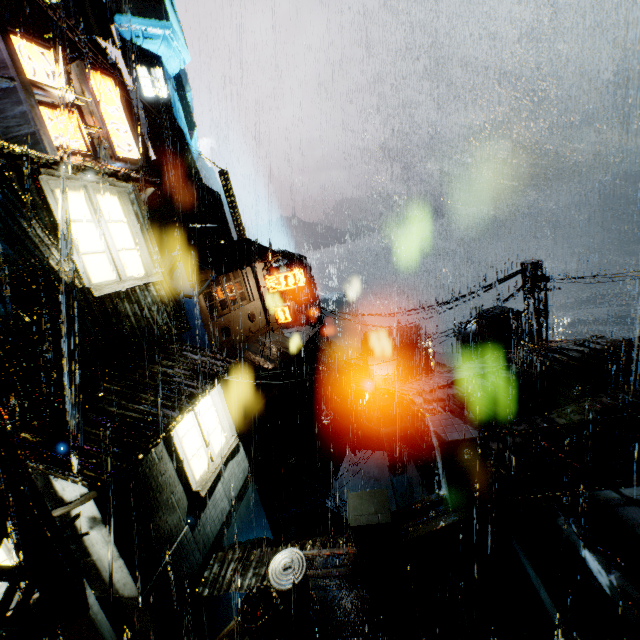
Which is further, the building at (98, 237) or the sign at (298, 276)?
the sign at (298, 276)

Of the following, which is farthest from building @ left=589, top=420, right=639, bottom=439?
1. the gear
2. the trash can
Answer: the gear

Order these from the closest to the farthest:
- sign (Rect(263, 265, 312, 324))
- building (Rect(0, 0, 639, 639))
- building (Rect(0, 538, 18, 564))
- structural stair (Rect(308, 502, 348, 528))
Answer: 1. building (Rect(0, 538, 18, 564))
2. building (Rect(0, 0, 639, 639))
3. structural stair (Rect(308, 502, 348, 528))
4. sign (Rect(263, 265, 312, 324))

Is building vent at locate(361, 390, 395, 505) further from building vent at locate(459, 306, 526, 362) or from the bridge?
the bridge

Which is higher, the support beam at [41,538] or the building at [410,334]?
the support beam at [41,538]

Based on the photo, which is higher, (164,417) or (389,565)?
(164,417)

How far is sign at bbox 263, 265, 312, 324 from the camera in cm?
2525

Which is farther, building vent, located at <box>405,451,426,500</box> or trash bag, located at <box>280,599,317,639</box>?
building vent, located at <box>405,451,426,500</box>
